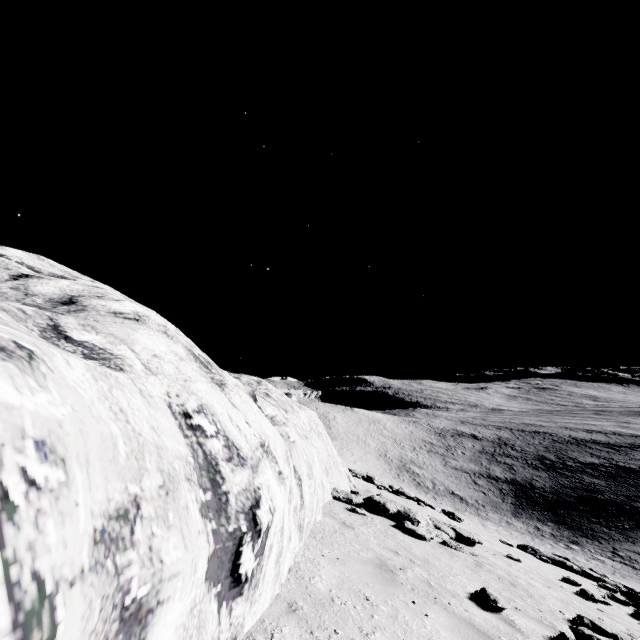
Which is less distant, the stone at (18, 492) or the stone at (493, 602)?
the stone at (18, 492)

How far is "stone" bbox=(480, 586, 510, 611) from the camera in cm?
551

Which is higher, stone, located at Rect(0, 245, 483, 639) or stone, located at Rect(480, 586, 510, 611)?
stone, located at Rect(0, 245, 483, 639)

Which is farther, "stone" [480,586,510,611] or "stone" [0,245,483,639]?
"stone" [480,586,510,611]

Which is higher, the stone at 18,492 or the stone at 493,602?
the stone at 18,492

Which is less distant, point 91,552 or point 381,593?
point 91,552
